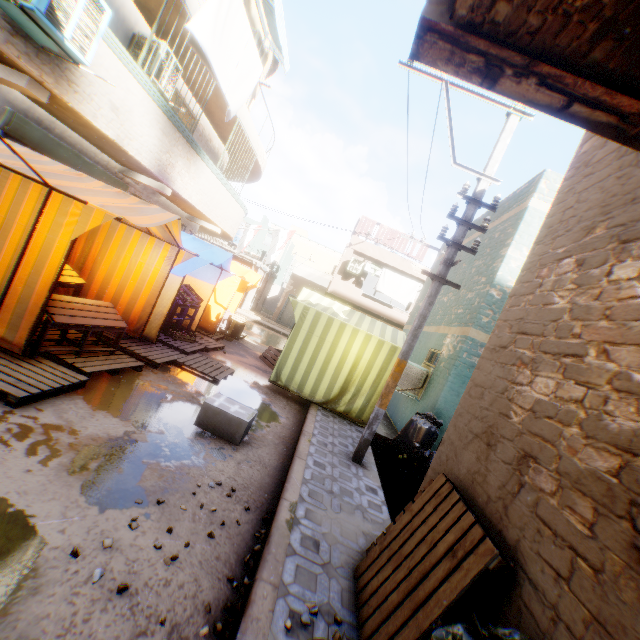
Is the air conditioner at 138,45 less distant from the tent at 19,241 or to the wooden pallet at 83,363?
the tent at 19,241

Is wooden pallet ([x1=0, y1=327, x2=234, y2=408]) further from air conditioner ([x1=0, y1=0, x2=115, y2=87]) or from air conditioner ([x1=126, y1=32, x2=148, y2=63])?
air conditioner ([x1=126, y1=32, x2=148, y2=63])

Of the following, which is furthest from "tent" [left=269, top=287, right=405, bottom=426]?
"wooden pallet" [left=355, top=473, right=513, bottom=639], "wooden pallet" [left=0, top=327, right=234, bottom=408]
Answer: "wooden pallet" [left=355, top=473, right=513, bottom=639]

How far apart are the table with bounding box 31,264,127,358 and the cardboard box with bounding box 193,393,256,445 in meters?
1.3

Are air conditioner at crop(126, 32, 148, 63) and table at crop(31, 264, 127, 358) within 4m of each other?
no

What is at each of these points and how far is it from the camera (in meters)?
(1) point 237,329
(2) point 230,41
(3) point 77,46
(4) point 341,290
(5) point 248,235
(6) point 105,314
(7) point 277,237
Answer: (1) cardboard box, 12.29
(2) dryer, 6.12
(3) air conditioner, 4.14
(4) balcony, 18.34
(5) flag, 18.03
(6) table, 5.18
(7) flag, 15.44

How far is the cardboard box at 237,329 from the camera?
12.23m

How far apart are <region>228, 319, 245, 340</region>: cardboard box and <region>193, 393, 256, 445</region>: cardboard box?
3.6m
